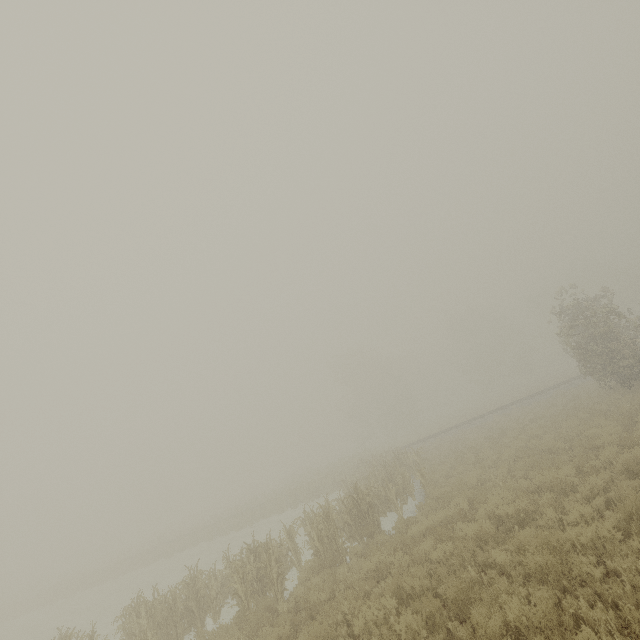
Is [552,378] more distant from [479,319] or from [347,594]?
[347,594]
